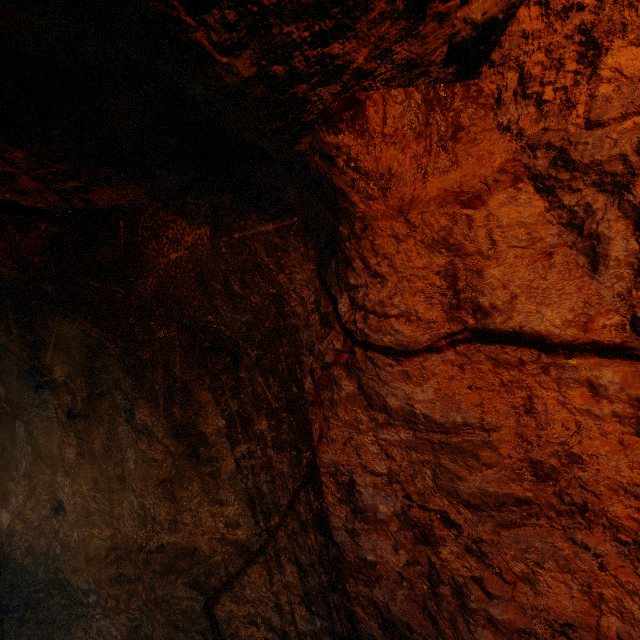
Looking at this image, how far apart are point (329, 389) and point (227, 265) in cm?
107
